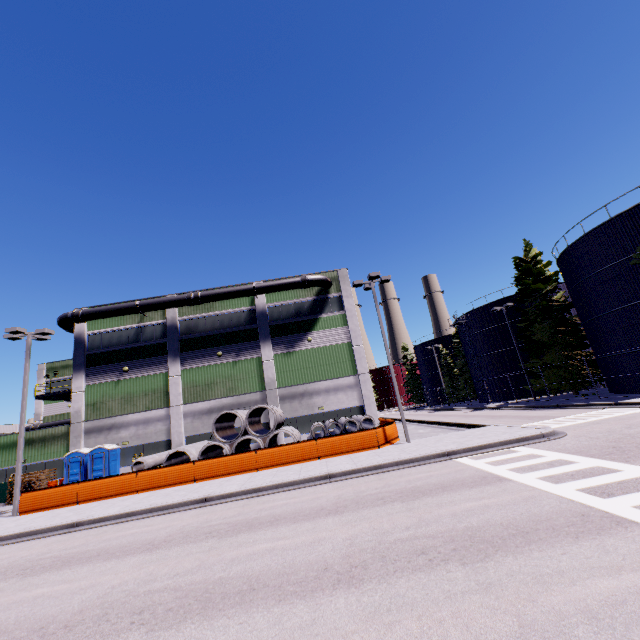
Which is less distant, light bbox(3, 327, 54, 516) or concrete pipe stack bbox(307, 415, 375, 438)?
light bbox(3, 327, 54, 516)

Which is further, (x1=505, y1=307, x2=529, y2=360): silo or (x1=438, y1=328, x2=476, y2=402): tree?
(x1=438, y1=328, x2=476, y2=402): tree

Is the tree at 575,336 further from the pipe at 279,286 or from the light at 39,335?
the light at 39,335

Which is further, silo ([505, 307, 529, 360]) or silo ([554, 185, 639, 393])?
silo ([505, 307, 529, 360])

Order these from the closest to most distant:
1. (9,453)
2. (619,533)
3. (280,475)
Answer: (619,533)
(280,475)
(9,453)

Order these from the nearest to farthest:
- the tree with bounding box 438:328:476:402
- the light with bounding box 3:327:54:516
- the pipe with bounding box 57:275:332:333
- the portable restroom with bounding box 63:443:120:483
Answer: the light with bounding box 3:327:54:516, the portable restroom with bounding box 63:443:120:483, the pipe with bounding box 57:275:332:333, the tree with bounding box 438:328:476:402

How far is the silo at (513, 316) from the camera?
37.9m

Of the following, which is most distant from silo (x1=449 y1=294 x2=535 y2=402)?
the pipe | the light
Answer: the light
